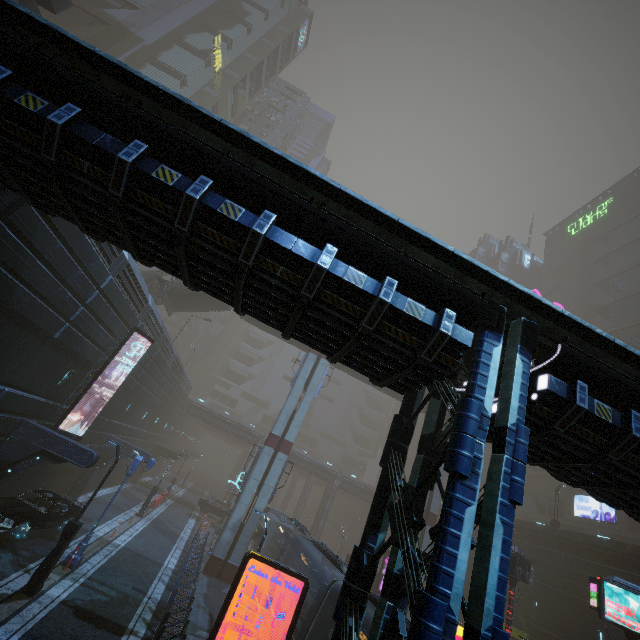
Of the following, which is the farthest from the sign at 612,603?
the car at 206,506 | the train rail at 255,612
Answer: the car at 206,506

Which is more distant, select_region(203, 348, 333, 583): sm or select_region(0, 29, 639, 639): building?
select_region(203, 348, 333, 583): sm

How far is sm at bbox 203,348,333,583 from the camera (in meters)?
22.75

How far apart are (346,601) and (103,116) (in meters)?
10.45

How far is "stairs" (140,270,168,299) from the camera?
29.8 meters

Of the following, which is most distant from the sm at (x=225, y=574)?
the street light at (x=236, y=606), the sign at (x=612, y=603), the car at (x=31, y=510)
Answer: the sign at (x=612, y=603)

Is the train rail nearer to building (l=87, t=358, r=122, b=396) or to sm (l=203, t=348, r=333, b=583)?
building (l=87, t=358, r=122, b=396)

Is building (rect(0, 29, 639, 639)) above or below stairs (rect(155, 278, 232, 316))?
below
